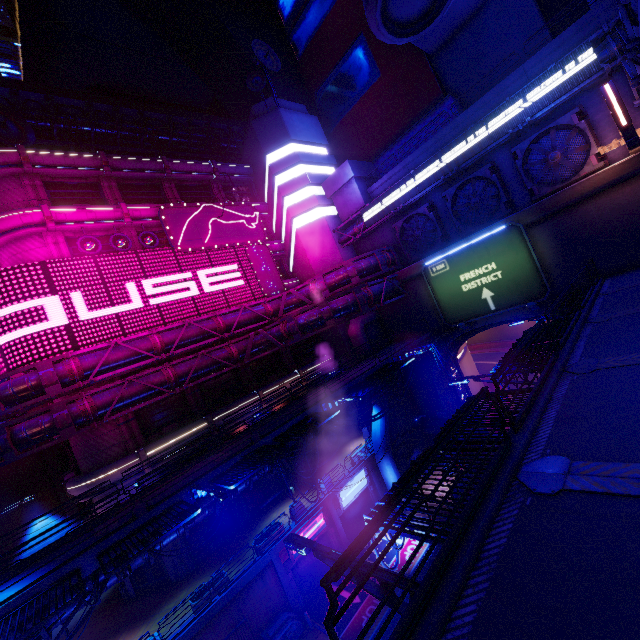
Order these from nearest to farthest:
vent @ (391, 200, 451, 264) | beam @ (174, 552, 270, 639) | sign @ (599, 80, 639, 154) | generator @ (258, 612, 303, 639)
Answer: sign @ (599, 80, 639, 154), beam @ (174, 552, 270, 639), generator @ (258, 612, 303, 639), vent @ (391, 200, 451, 264)

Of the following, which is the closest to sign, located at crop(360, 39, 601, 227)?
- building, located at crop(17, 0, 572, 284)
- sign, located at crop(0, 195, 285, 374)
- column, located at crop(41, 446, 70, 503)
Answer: building, located at crop(17, 0, 572, 284)

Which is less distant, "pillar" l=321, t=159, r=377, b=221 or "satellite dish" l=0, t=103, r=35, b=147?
"satellite dish" l=0, t=103, r=35, b=147

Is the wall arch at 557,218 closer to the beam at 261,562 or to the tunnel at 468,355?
the tunnel at 468,355

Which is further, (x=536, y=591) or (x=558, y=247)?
(x=558, y=247)

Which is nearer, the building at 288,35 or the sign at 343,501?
the sign at 343,501

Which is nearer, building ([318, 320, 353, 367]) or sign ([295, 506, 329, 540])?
sign ([295, 506, 329, 540])

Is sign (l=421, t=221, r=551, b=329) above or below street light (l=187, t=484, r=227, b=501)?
above
